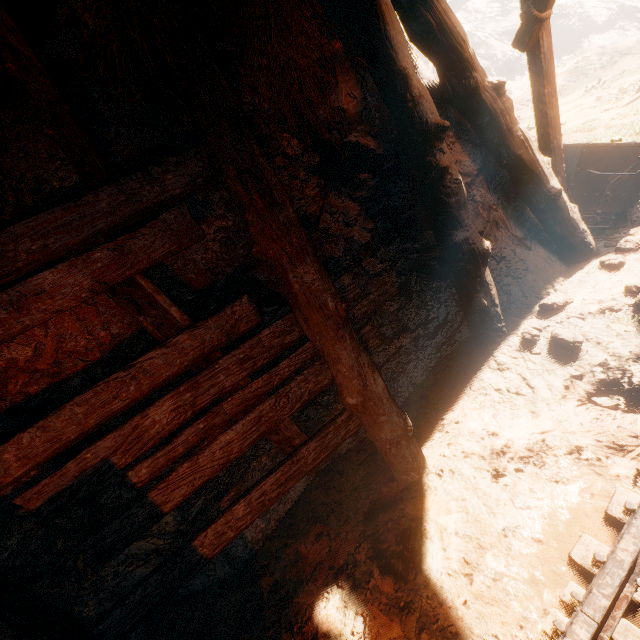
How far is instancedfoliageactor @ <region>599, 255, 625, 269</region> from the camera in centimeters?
385cm

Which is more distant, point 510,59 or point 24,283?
point 510,59

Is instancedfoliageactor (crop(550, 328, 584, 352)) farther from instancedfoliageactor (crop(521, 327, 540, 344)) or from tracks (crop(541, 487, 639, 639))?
tracks (crop(541, 487, 639, 639))

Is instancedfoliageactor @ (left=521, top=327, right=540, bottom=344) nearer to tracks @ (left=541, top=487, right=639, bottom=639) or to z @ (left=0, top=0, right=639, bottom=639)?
z @ (left=0, top=0, right=639, bottom=639)

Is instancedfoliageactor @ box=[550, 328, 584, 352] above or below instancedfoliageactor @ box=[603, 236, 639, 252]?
below

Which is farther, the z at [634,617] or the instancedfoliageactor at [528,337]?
the instancedfoliageactor at [528,337]

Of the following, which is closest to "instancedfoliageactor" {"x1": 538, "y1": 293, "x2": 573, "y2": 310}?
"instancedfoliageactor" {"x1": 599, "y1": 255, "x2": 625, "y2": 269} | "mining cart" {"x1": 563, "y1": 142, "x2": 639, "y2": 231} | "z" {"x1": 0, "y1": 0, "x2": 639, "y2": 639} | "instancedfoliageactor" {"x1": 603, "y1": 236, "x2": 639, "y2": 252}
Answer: "z" {"x1": 0, "y1": 0, "x2": 639, "y2": 639}

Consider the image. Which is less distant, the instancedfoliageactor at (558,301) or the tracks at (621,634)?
the tracks at (621,634)
